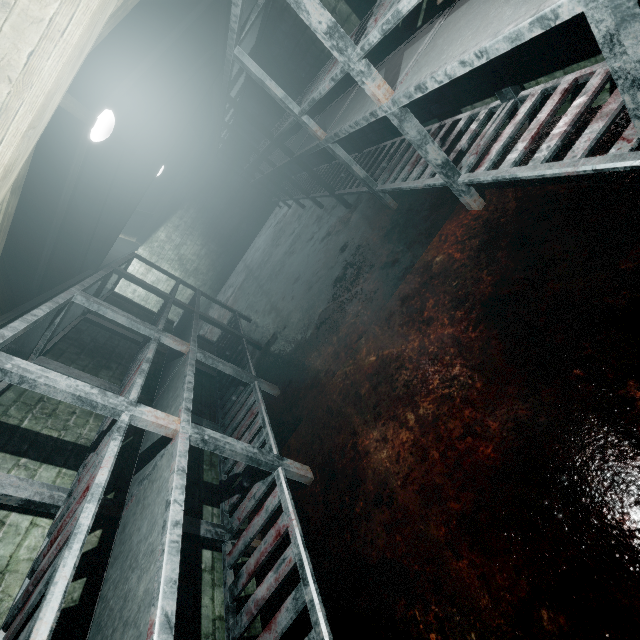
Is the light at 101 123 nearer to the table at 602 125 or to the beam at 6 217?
the beam at 6 217

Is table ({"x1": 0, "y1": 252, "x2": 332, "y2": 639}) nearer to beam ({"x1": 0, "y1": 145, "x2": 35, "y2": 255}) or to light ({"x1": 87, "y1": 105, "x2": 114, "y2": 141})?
beam ({"x1": 0, "y1": 145, "x2": 35, "y2": 255})

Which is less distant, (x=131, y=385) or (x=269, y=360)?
(x=131, y=385)

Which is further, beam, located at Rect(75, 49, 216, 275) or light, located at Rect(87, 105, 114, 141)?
beam, located at Rect(75, 49, 216, 275)

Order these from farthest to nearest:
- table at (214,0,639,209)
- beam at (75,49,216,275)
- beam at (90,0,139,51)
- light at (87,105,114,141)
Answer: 1. beam at (75,49,216,275)
2. light at (87,105,114,141)
3. beam at (90,0,139,51)
4. table at (214,0,639,209)

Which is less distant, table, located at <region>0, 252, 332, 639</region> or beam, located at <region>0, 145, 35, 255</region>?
table, located at <region>0, 252, 332, 639</region>

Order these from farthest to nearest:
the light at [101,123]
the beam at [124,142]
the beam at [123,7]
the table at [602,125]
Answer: the beam at [124,142]
the light at [101,123]
the beam at [123,7]
the table at [602,125]
